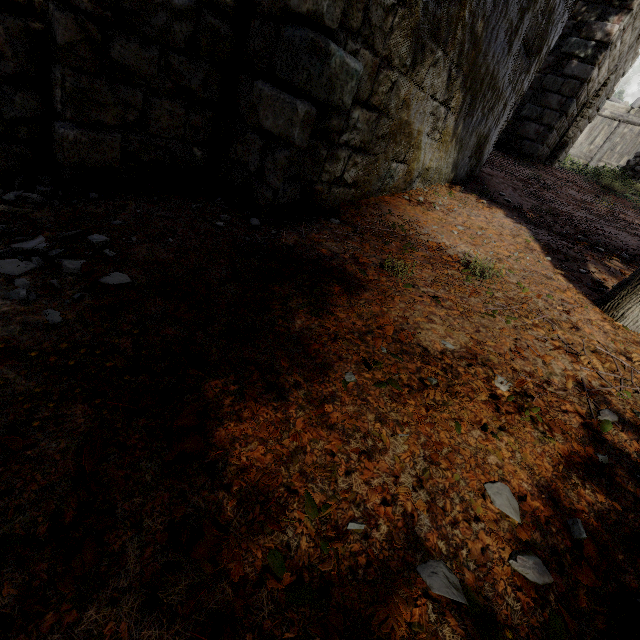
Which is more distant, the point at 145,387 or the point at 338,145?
the point at 338,145

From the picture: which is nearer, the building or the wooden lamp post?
the building

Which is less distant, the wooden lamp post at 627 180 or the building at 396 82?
the building at 396 82
